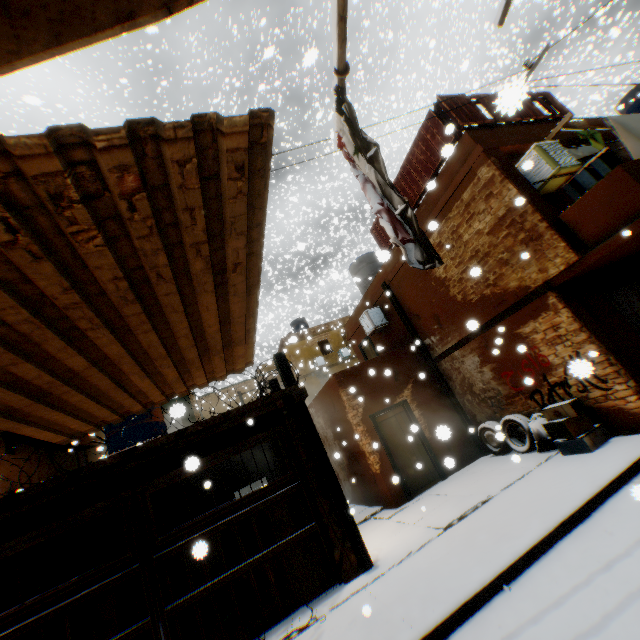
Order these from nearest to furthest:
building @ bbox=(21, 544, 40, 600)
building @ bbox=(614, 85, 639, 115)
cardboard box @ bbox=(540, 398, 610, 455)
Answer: cardboard box @ bbox=(540, 398, 610, 455)
building @ bbox=(21, 544, 40, 600)
building @ bbox=(614, 85, 639, 115)

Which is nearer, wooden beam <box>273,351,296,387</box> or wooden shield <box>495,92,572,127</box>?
wooden beam <box>273,351,296,387</box>

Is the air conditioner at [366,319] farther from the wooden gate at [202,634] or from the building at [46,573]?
the wooden gate at [202,634]

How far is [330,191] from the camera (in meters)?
33.38

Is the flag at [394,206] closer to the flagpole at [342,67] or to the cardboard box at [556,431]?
the flagpole at [342,67]

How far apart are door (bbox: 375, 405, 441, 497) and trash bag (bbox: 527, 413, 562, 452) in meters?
0.6 m

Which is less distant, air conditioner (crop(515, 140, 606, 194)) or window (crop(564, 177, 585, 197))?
air conditioner (crop(515, 140, 606, 194))

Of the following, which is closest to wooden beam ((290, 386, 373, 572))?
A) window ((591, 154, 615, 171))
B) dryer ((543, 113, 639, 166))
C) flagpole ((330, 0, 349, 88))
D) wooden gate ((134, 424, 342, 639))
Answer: wooden gate ((134, 424, 342, 639))
